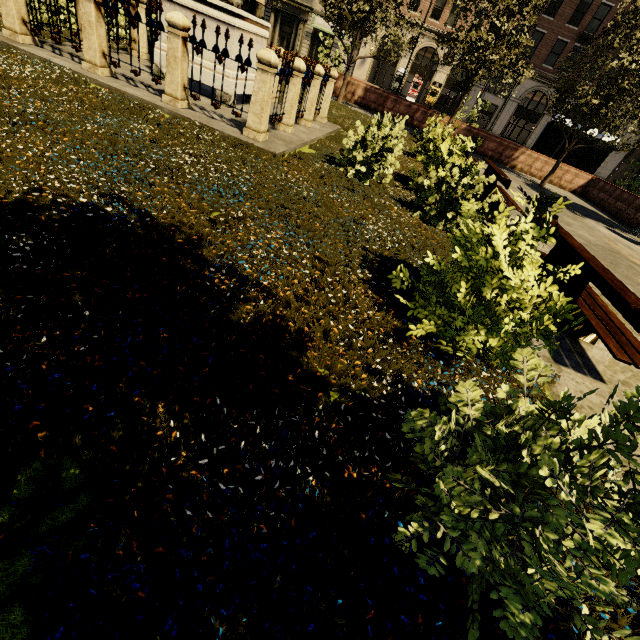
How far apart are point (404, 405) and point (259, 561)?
1.3m

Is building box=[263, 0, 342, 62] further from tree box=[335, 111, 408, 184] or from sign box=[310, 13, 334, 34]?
tree box=[335, 111, 408, 184]

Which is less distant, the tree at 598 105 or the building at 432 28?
the tree at 598 105

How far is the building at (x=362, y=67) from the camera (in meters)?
34.00

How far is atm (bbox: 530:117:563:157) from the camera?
19.03m

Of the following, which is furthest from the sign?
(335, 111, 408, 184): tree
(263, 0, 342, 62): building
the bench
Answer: the bench

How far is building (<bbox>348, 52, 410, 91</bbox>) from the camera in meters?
34.0 m

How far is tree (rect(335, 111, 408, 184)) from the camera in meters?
6.1
